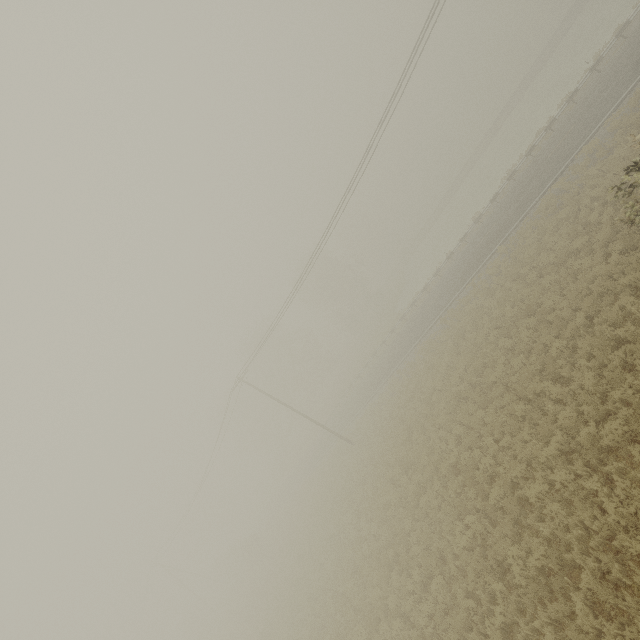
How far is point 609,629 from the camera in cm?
635

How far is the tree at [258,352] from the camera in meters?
51.8 m

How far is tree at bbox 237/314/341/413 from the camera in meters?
51.8

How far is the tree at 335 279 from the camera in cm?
5203

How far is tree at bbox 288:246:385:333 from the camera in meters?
52.0 m
